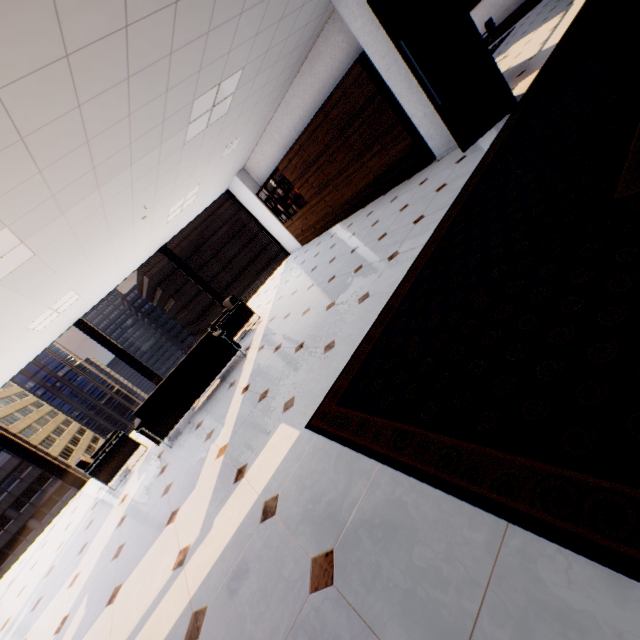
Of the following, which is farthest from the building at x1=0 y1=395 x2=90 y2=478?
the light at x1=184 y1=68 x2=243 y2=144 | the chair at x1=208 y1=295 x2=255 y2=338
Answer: the light at x1=184 y1=68 x2=243 y2=144

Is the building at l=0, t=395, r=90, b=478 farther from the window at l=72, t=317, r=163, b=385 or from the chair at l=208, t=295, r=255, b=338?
the chair at l=208, t=295, r=255, b=338

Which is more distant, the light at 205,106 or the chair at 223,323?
the chair at 223,323

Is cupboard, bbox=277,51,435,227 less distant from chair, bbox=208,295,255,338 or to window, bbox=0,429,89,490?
window, bbox=0,429,89,490

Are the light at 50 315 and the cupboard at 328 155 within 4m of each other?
no

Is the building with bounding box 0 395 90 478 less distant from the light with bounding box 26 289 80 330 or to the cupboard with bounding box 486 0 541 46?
the light with bounding box 26 289 80 330

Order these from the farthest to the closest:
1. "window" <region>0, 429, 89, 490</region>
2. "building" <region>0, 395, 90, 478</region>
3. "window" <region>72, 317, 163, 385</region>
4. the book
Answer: "building" <region>0, 395, 90, 478</region>
the book
"window" <region>72, 317, 163, 385</region>
"window" <region>0, 429, 89, 490</region>

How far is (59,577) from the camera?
4.5m
